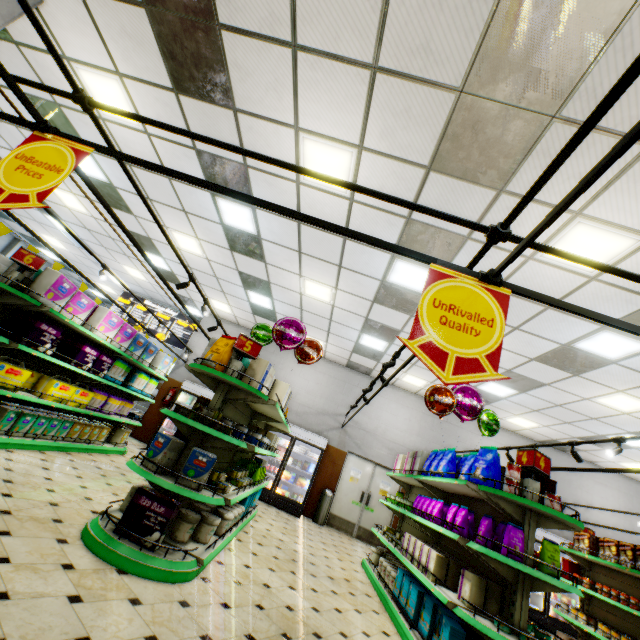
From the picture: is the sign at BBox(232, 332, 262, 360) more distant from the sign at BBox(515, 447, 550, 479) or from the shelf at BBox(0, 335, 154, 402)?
the sign at BBox(515, 447, 550, 479)

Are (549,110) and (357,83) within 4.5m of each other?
yes

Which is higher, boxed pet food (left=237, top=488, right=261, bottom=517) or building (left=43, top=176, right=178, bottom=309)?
building (left=43, top=176, right=178, bottom=309)

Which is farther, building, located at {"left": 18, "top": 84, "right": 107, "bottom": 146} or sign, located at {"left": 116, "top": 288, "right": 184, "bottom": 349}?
sign, located at {"left": 116, "top": 288, "right": 184, "bottom": 349}

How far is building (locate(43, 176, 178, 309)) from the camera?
8.4m

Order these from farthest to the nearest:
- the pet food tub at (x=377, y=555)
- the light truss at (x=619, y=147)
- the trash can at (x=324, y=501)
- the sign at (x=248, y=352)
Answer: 1. the trash can at (x=324, y=501)
2. the pet food tub at (x=377, y=555)
3. the sign at (x=248, y=352)
4. the light truss at (x=619, y=147)

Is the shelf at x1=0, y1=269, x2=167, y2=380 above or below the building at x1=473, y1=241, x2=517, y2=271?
below

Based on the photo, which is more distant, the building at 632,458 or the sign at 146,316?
the sign at 146,316
